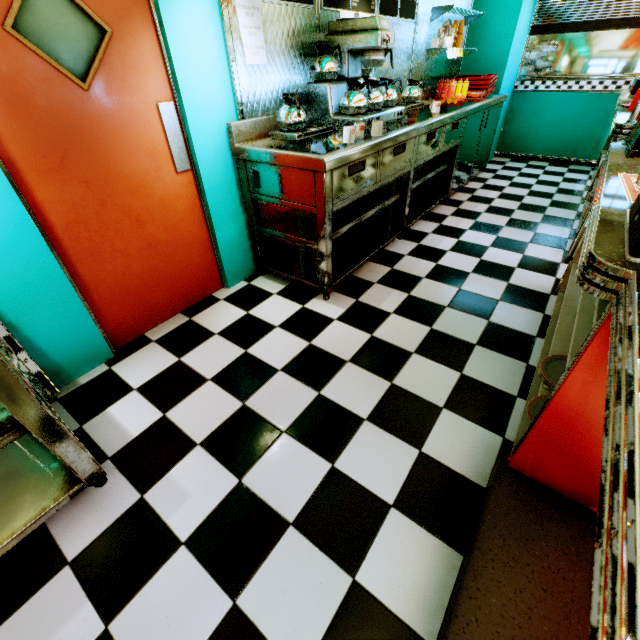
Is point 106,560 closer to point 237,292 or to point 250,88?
point 237,292

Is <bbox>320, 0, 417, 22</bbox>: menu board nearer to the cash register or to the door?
the door

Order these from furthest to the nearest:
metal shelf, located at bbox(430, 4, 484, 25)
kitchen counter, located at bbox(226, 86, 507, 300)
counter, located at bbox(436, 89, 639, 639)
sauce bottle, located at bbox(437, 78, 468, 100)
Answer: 1. sauce bottle, located at bbox(437, 78, 468, 100)
2. metal shelf, located at bbox(430, 4, 484, 25)
3. kitchen counter, located at bbox(226, 86, 507, 300)
4. counter, located at bbox(436, 89, 639, 639)

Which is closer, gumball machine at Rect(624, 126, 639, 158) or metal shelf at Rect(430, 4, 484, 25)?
gumball machine at Rect(624, 126, 639, 158)

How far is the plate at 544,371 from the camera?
1.6 meters

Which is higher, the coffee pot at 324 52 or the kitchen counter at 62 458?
the coffee pot at 324 52

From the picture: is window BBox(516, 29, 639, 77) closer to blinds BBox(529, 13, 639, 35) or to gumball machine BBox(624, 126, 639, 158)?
blinds BBox(529, 13, 639, 35)

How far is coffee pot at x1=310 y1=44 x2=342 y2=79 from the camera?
2.6 meters
